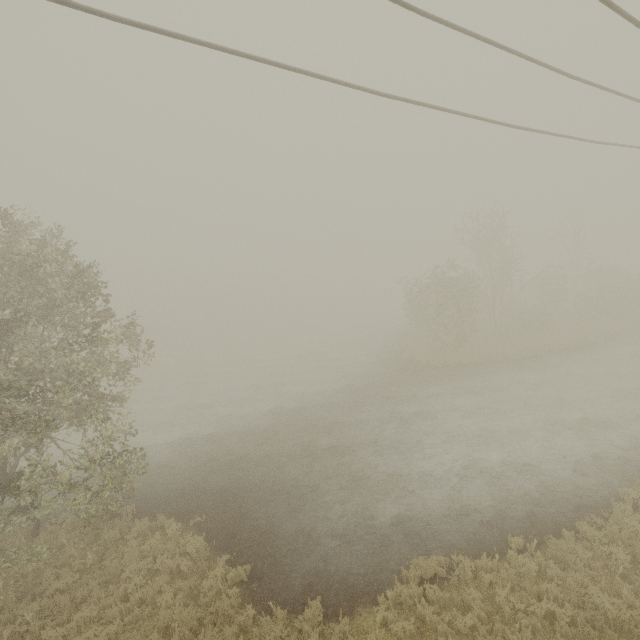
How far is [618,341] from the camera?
22.6 meters
